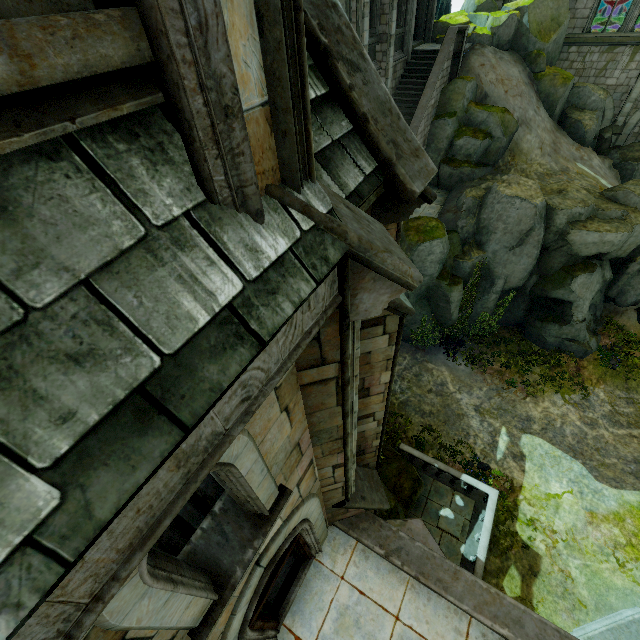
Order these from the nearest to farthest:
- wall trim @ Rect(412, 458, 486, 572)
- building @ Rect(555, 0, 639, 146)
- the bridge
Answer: the bridge < wall trim @ Rect(412, 458, 486, 572) < building @ Rect(555, 0, 639, 146)

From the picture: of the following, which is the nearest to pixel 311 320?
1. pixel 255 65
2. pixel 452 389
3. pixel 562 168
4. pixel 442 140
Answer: pixel 255 65

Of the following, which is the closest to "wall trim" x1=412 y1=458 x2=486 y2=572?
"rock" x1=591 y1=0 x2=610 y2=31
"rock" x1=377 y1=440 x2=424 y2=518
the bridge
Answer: "rock" x1=377 y1=440 x2=424 y2=518

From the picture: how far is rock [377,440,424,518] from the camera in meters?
11.3 m

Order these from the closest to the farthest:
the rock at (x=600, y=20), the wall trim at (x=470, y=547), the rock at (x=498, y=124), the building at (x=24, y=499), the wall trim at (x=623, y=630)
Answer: the building at (x=24, y=499) → the wall trim at (x=623, y=630) → the wall trim at (x=470, y=547) → the rock at (x=498, y=124) → the rock at (x=600, y=20)

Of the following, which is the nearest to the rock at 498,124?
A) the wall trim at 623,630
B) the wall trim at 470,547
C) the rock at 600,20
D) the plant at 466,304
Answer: the plant at 466,304

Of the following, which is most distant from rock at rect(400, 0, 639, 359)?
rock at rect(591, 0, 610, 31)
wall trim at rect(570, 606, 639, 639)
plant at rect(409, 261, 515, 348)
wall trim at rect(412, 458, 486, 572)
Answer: rock at rect(591, 0, 610, 31)

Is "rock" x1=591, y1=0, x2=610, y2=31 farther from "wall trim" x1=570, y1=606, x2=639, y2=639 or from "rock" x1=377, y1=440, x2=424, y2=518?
"rock" x1=377, y1=440, x2=424, y2=518
